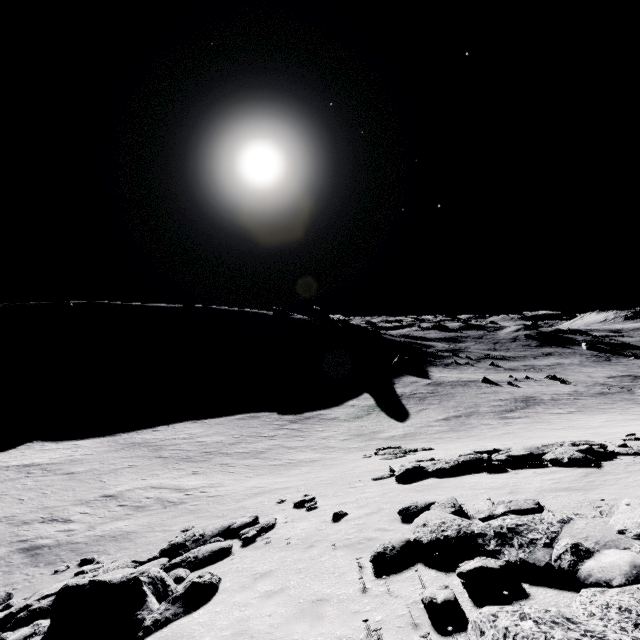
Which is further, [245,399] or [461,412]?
[245,399]

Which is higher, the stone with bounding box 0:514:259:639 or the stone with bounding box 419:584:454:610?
the stone with bounding box 419:584:454:610

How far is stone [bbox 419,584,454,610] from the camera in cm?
469

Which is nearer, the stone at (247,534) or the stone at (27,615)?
the stone at (27,615)

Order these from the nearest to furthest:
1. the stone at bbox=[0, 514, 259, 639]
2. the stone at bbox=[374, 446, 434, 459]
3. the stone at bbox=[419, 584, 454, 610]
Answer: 1. the stone at bbox=[419, 584, 454, 610]
2. the stone at bbox=[0, 514, 259, 639]
3. the stone at bbox=[374, 446, 434, 459]

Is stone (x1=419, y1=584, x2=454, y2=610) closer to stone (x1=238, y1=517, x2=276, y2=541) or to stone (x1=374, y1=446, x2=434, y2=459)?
stone (x1=238, y1=517, x2=276, y2=541)

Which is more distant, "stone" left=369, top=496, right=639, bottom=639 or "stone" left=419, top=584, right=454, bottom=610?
"stone" left=419, top=584, right=454, bottom=610

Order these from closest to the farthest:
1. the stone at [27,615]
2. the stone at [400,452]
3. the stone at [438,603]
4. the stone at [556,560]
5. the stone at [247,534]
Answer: the stone at [556,560] < the stone at [438,603] < the stone at [27,615] < the stone at [247,534] < the stone at [400,452]
